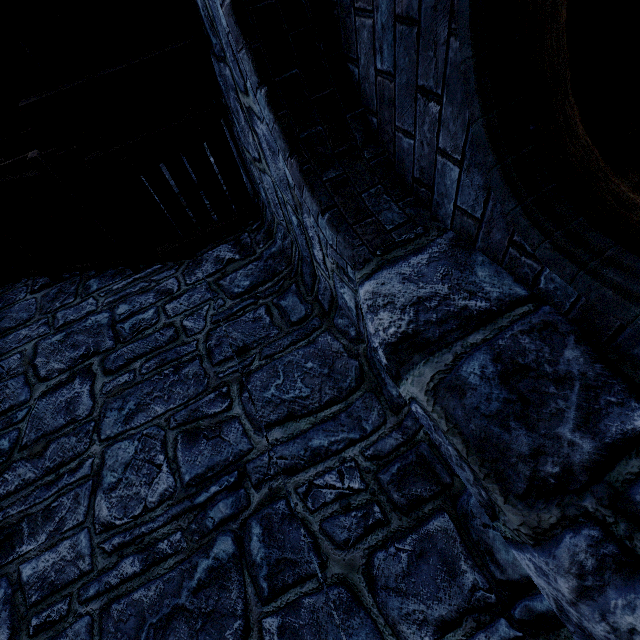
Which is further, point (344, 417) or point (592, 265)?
point (344, 417)
